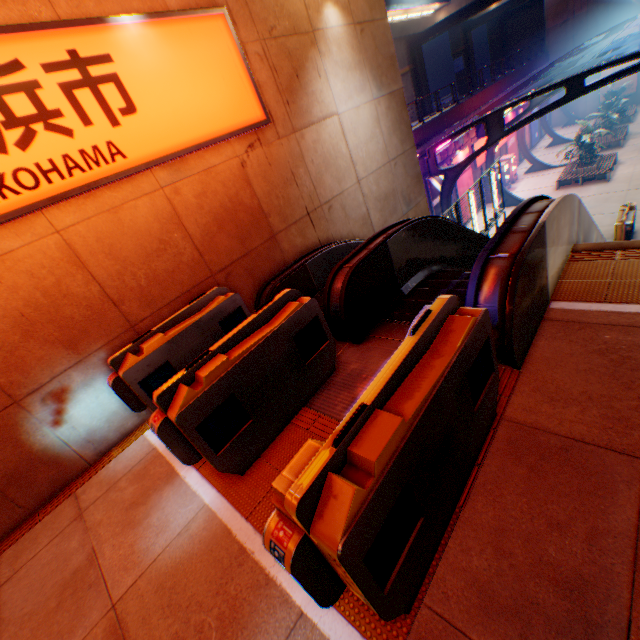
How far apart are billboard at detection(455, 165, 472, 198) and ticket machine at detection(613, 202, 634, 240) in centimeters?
831cm

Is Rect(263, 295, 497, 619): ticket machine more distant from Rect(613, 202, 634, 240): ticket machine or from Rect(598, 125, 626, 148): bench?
Rect(598, 125, 626, 148): bench

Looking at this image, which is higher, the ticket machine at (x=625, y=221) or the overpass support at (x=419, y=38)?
the overpass support at (x=419, y=38)

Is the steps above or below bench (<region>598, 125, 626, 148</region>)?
above

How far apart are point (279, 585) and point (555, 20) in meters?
48.0 m

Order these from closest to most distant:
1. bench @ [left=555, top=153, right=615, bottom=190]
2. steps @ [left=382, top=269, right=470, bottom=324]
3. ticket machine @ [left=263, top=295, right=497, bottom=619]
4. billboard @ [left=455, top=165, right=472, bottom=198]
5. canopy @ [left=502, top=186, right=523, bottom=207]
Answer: ticket machine @ [left=263, top=295, right=497, bottom=619]
steps @ [left=382, top=269, right=470, bottom=324]
bench @ [left=555, top=153, right=615, bottom=190]
billboard @ [left=455, top=165, right=472, bottom=198]
canopy @ [left=502, top=186, right=523, bottom=207]

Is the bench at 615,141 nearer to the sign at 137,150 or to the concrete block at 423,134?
the concrete block at 423,134

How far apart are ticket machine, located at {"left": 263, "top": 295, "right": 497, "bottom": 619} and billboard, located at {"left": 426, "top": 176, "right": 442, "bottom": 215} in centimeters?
1766cm
